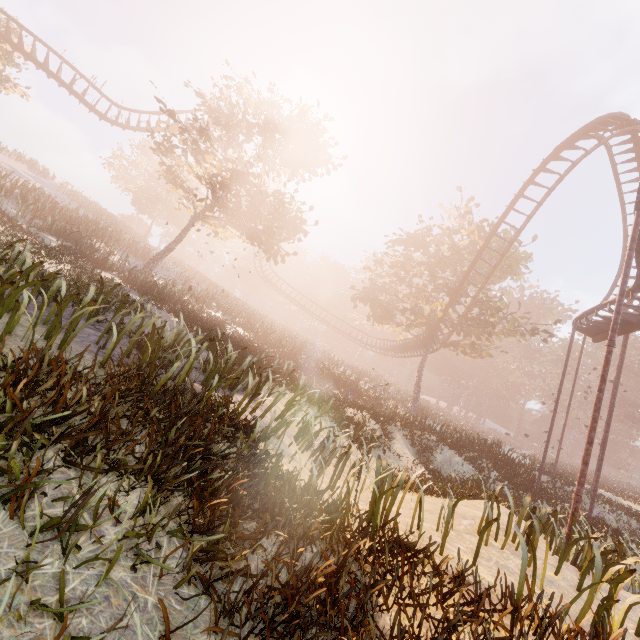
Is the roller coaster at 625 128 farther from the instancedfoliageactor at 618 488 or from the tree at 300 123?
the instancedfoliageactor at 618 488

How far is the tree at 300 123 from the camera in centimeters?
1833cm

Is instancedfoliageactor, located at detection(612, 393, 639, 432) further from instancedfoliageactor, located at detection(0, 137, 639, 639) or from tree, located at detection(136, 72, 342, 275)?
instancedfoliageactor, located at detection(0, 137, 639, 639)

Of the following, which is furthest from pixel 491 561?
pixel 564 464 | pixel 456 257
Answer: pixel 564 464

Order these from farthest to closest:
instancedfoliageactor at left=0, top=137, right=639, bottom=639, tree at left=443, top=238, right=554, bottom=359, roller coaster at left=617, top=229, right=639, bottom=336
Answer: tree at left=443, top=238, right=554, bottom=359 → roller coaster at left=617, top=229, right=639, bottom=336 → instancedfoliageactor at left=0, top=137, right=639, bottom=639

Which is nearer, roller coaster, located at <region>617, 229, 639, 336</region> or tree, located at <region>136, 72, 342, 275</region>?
roller coaster, located at <region>617, 229, 639, 336</region>

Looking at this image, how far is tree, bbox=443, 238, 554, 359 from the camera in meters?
25.6 m
